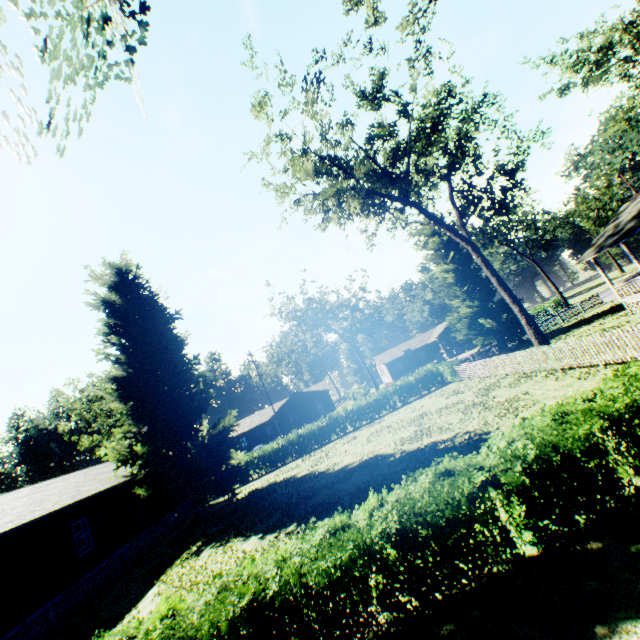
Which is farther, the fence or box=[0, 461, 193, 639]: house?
A: box=[0, 461, 193, 639]: house

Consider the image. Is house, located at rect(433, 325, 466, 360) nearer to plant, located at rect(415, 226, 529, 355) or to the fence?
plant, located at rect(415, 226, 529, 355)

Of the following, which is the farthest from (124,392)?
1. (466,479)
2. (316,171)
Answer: (466,479)

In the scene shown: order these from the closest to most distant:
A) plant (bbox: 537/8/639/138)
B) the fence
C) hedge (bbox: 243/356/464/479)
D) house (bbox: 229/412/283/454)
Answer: the fence → plant (bbox: 537/8/639/138) → hedge (bbox: 243/356/464/479) → house (bbox: 229/412/283/454)

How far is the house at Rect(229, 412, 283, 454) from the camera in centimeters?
5747cm

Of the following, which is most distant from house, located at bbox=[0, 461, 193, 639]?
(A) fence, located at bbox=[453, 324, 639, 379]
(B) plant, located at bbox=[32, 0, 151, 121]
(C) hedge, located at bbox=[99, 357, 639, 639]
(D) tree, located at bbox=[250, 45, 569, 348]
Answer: (A) fence, located at bbox=[453, 324, 639, 379]

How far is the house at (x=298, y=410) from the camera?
54.1 meters

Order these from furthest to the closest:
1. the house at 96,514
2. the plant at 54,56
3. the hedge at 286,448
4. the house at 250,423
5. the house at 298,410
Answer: the house at 250,423 < the house at 298,410 < the hedge at 286,448 < the house at 96,514 < the plant at 54,56
